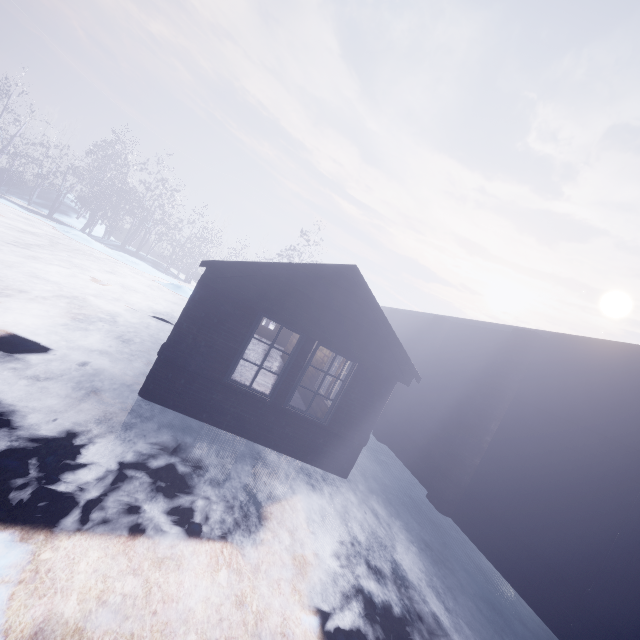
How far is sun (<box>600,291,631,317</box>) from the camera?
52.3m

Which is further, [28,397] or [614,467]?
[614,467]

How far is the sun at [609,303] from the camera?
52.3 meters
